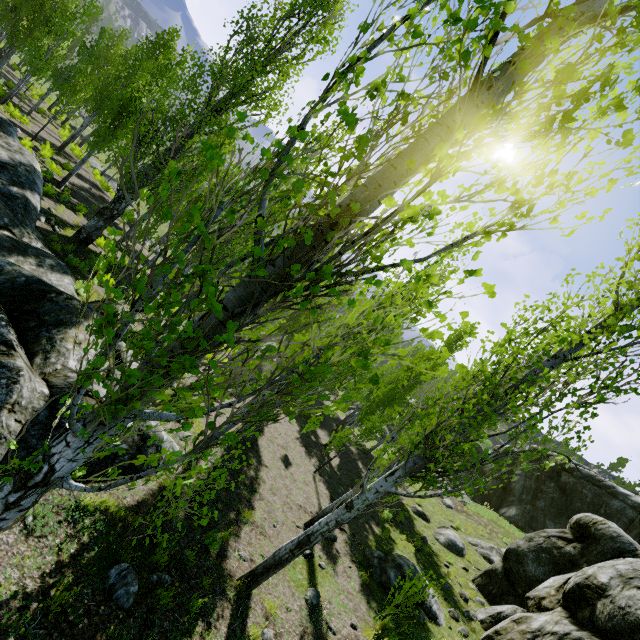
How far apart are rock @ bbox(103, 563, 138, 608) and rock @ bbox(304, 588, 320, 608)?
Answer: 3.93m

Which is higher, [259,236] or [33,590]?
[259,236]

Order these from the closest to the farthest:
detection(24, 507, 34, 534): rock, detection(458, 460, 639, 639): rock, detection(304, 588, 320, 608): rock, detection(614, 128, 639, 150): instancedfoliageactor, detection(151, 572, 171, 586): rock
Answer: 1. detection(614, 128, 639, 150): instancedfoliageactor
2. detection(24, 507, 34, 534): rock
3. detection(151, 572, 171, 586): rock
4. detection(304, 588, 320, 608): rock
5. detection(458, 460, 639, 639): rock

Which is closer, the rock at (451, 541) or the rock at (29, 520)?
the rock at (29, 520)

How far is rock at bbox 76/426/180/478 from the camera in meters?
5.7 m

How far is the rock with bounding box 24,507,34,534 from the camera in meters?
4.4

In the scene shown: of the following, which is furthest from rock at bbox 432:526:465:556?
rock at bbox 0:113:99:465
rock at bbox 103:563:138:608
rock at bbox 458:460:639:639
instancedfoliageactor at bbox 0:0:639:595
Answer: rock at bbox 103:563:138:608

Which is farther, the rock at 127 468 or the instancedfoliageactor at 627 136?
the rock at 127 468
